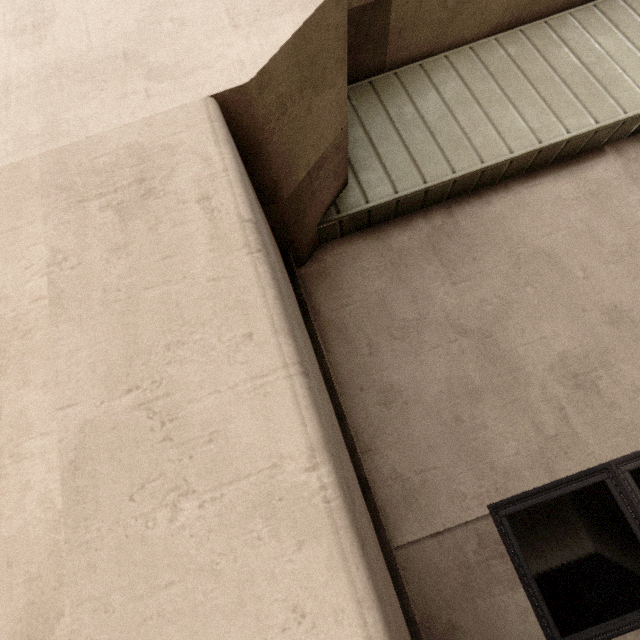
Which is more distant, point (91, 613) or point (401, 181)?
point (401, 181)

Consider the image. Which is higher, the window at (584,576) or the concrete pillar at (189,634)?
the concrete pillar at (189,634)

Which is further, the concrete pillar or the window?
the window

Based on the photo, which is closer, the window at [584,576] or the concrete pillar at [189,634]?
the concrete pillar at [189,634]

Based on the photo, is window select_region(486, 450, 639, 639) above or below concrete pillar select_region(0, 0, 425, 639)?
below
